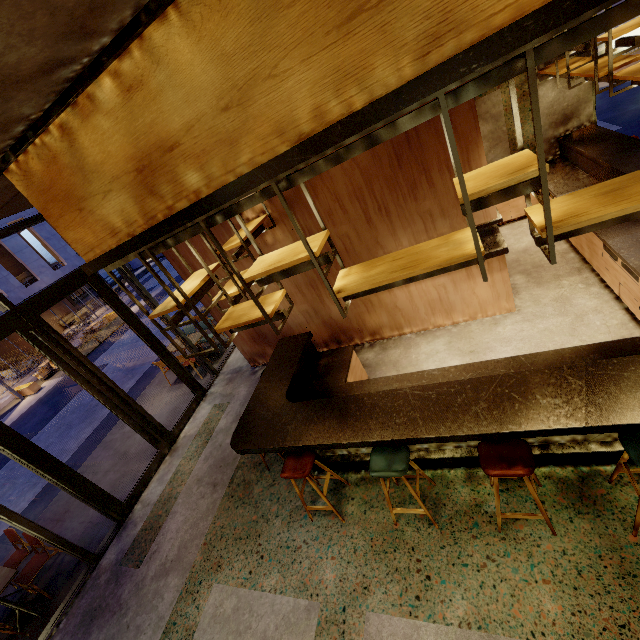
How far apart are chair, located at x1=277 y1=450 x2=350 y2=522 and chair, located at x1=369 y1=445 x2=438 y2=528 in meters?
0.6 m

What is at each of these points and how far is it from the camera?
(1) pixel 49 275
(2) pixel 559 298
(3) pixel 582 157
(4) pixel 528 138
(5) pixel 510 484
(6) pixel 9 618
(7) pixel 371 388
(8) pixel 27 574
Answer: (1) building, 20.23m
(2) building, 4.96m
(3) bar counter, 5.95m
(4) building, 6.97m
(5) building, 3.32m
(6) building, 4.98m
(7) bar counter, 4.16m
(8) chair, 4.88m

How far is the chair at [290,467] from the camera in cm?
350

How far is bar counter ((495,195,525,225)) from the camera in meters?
7.0 m

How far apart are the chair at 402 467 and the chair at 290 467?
0.63m

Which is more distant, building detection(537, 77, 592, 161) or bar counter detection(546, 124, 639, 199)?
building detection(537, 77, 592, 161)

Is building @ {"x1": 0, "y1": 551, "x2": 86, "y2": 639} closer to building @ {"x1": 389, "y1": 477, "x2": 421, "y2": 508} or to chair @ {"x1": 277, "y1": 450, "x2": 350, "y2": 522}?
building @ {"x1": 389, "y1": 477, "x2": 421, "y2": 508}

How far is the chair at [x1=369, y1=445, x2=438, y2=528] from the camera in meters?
3.0
